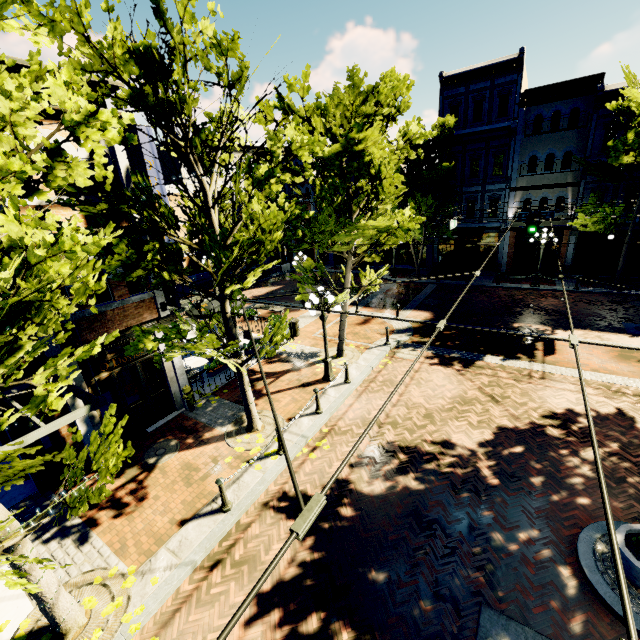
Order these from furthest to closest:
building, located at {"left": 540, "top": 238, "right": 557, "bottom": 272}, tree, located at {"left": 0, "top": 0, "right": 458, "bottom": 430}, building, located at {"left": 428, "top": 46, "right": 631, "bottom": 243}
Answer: building, located at {"left": 540, "top": 238, "right": 557, "bottom": 272} → building, located at {"left": 428, "top": 46, "right": 631, "bottom": 243} → tree, located at {"left": 0, "top": 0, "right": 458, "bottom": 430}

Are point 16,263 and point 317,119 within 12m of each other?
yes

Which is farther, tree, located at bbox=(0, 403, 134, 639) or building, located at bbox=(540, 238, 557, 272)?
building, located at bbox=(540, 238, 557, 272)

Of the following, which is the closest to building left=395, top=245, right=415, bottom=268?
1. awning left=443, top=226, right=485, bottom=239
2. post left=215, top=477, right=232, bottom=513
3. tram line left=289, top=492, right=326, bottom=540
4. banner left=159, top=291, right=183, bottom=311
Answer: awning left=443, top=226, right=485, bottom=239

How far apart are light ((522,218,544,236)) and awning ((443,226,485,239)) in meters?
7.9 m

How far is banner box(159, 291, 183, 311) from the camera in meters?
9.6

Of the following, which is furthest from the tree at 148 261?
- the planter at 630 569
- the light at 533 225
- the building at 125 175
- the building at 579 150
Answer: the light at 533 225

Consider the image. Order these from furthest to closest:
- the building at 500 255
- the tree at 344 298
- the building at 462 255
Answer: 1. the building at 462 255
2. the building at 500 255
3. the tree at 344 298
